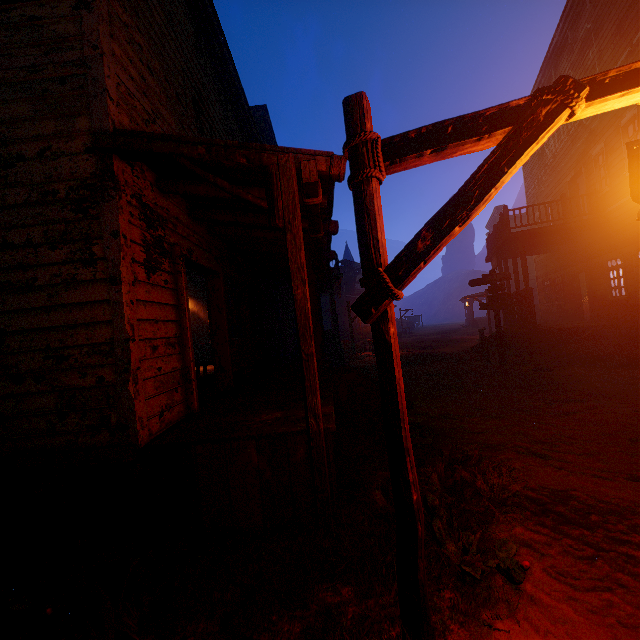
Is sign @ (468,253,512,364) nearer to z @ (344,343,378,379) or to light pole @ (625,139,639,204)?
z @ (344,343,378,379)

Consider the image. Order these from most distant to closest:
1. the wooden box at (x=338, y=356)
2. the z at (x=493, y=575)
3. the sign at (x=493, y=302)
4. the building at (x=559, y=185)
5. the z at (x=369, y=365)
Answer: the wooden box at (x=338, y=356), the z at (x=369, y=365), the sign at (x=493, y=302), the building at (x=559, y=185), the z at (x=493, y=575)

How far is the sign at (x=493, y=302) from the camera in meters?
11.1

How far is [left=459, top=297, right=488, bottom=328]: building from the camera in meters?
33.8 m

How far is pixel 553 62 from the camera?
14.12m

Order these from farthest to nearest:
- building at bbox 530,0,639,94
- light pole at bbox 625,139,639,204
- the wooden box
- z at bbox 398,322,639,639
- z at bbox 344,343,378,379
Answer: the wooden box → z at bbox 344,343,378,379 → building at bbox 530,0,639,94 → z at bbox 398,322,639,639 → light pole at bbox 625,139,639,204

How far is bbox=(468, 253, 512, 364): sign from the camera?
11.12m

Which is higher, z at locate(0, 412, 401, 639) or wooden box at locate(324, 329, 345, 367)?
wooden box at locate(324, 329, 345, 367)
